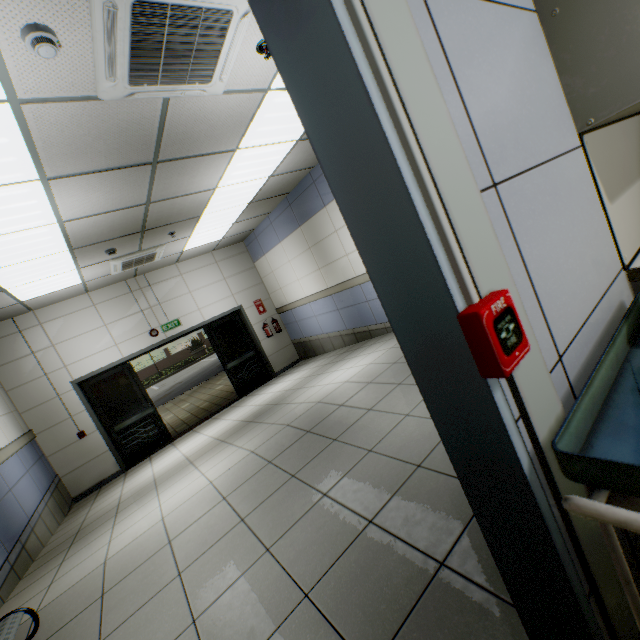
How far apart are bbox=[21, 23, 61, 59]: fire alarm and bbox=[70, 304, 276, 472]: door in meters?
6.6 m

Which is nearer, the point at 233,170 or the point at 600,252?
the point at 600,252

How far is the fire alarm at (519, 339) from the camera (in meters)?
0.61

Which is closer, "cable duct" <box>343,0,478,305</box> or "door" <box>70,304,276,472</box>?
"cable duct" <box>343,0,478,305</box>

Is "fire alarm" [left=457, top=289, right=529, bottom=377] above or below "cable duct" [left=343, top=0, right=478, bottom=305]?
below

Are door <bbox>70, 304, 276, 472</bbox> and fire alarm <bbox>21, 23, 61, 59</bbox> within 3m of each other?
no

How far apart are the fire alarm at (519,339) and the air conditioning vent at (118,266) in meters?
6.6

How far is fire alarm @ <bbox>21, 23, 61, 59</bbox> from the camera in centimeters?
171cm
